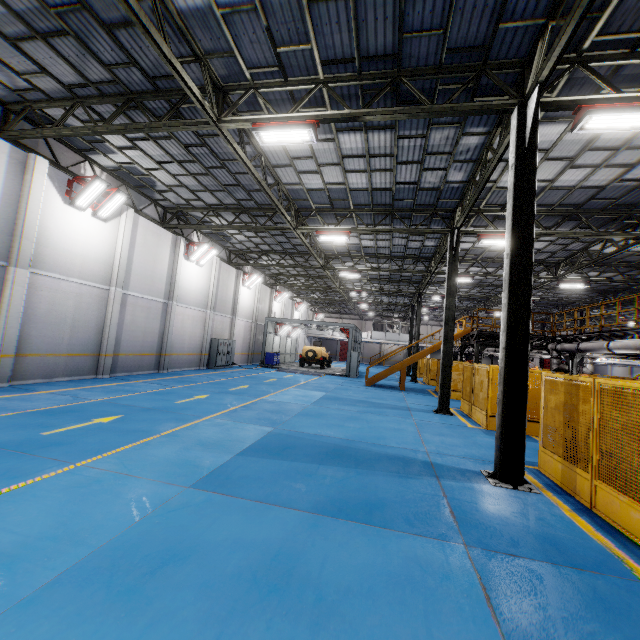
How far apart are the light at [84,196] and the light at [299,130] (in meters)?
7.74

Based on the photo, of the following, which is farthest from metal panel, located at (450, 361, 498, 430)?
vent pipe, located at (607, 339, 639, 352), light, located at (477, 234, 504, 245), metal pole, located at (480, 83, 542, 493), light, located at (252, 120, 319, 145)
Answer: light, located at (252, 120, 319, 145)

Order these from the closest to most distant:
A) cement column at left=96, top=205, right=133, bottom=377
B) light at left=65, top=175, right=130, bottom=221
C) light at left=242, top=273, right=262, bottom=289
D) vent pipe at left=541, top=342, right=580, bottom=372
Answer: light at left=65, top=175, right=130, bottom=221, cement column at left=96, top=205, right=133, bottom=377, vent pipe at left=541, top=342, right=580, bottom=372, light at left=242, top=273, right=262, bottom=289

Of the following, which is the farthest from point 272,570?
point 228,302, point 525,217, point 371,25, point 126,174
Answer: point 228,302

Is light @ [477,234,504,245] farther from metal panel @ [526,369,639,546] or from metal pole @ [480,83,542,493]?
metal pole @ [480,83,542,493]

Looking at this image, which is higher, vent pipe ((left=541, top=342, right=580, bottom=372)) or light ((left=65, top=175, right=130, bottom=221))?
light ((left=65, top=175, right=130, bottom=221))

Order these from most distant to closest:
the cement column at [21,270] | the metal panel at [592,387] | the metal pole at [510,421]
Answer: the cement column at [21,270] → the metal pole at [510,421] → the metal panel at [592,387]

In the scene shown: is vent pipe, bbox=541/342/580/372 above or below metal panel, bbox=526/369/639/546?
above
